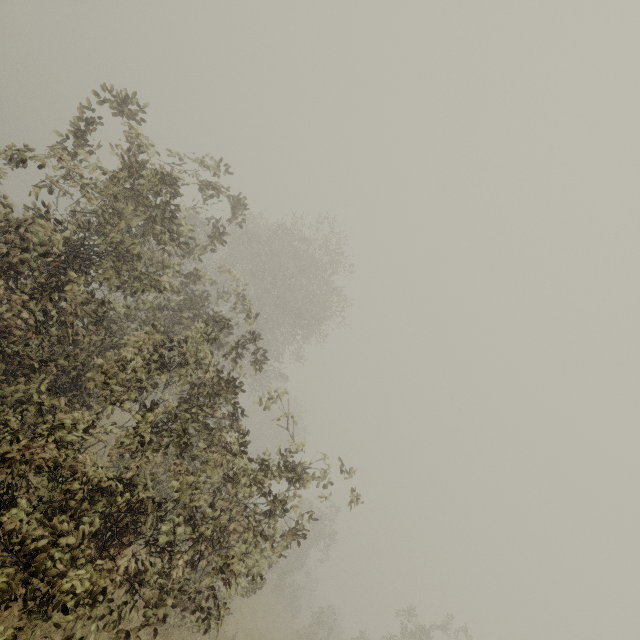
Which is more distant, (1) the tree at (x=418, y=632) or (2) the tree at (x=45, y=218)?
(1) the tree at (x=418, y=632)

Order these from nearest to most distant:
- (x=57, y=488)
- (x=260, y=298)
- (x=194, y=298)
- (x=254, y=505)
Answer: (x=57, y=488)
(x=254, y=505)
(x=194, y=298)
(x=260, y=298)

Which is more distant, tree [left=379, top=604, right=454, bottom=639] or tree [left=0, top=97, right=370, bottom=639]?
tree [left=379, top=604, right=454, bottom=639]
